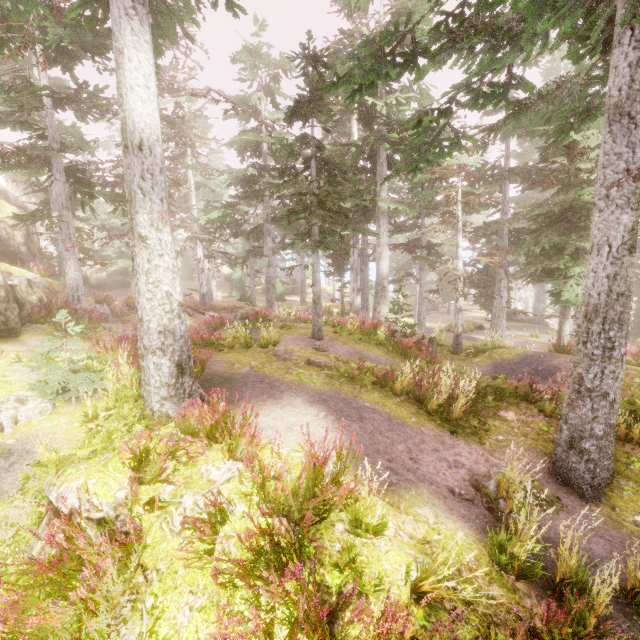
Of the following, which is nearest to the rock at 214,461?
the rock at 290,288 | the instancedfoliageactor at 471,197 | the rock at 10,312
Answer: the instancedfoliageactor at 471,197

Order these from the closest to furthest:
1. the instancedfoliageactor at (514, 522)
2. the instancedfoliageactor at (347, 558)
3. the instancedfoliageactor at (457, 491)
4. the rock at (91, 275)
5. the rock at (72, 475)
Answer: the instancedfoliageactor at (347, 558) → the instancedfoliageactor at (514, 522) → the rock at (72, 475) → the instancedfoliageactor at (457, 491) → the rock at (91, 275)

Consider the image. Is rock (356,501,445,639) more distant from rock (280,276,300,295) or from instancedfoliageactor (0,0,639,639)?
rock (280,276,300,295)

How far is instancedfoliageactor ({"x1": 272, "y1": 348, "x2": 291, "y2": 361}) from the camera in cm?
978

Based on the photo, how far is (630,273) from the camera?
5.6 meters

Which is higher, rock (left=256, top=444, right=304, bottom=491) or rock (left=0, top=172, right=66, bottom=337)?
rock (left=0, top=172, right=66, bottom=337)

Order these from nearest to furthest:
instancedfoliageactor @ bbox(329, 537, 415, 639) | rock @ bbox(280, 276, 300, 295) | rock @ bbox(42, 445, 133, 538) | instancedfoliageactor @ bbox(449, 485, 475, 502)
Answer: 1. instancedfoliageactor @ bbox(329, 537, 415, 639)
2. rock @ bbox(42, 445, 133, 538)
3. instancedfoliageactor @ bbox(449, 485, 475, 502)
4. rock @ bbox(280, 276, 300, 295)
